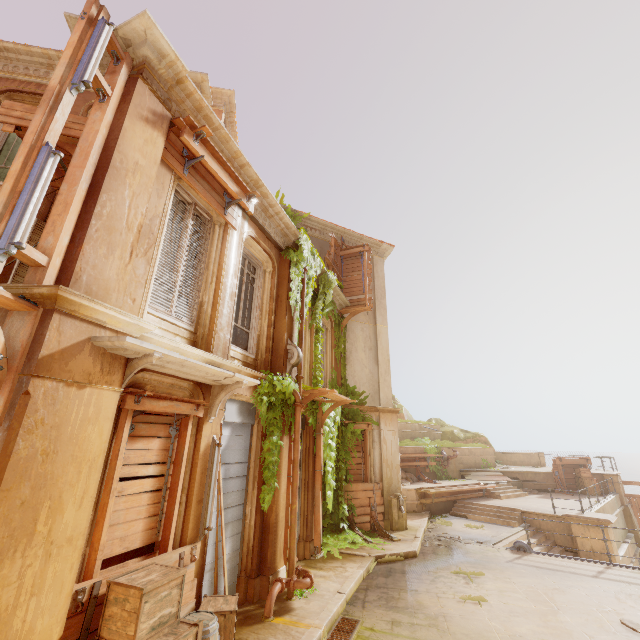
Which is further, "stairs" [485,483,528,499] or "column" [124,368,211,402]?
"stairs" [485,483,528,499]

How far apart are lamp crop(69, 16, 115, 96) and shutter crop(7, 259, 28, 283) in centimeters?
472cm

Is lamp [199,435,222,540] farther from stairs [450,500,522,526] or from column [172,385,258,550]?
stairs [450,500,522,526]

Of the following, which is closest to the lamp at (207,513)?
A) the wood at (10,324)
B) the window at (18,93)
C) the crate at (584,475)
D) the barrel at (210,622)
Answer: the barrel at (210,622)

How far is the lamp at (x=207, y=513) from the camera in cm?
543

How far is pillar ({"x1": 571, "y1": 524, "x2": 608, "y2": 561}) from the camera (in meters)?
12.34

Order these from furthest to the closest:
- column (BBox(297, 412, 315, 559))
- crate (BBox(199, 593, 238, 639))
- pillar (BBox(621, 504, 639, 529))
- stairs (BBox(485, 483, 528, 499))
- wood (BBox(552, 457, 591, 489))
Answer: wood (BBox(552, 457, 591, 489)), pillar (BBox(621, 504, 639, 529)), stairs (BBox(485, 483, 528, 499)), column (BBox(297, 412, 315, 559)), crate (BBox(199, 593, 238, 639))

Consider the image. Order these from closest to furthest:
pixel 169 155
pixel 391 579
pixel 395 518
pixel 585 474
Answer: pixel 169 155
pixel 391 579
pixel 395 518
pixel 585 474
